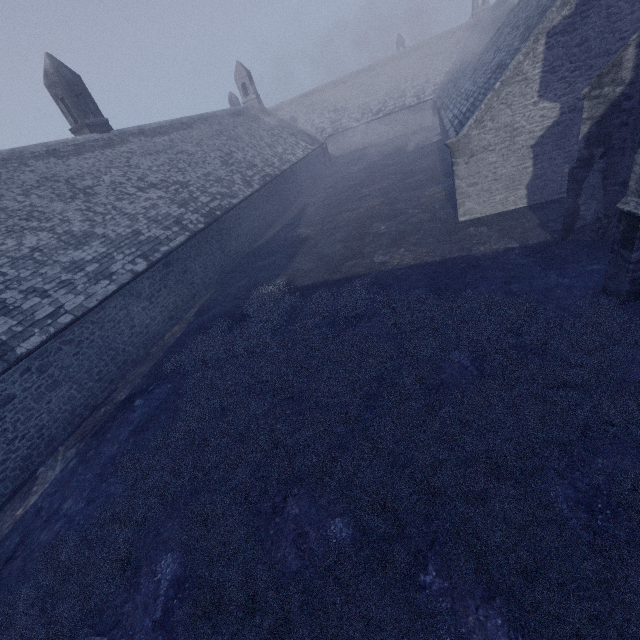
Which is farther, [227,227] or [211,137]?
[211,137]
